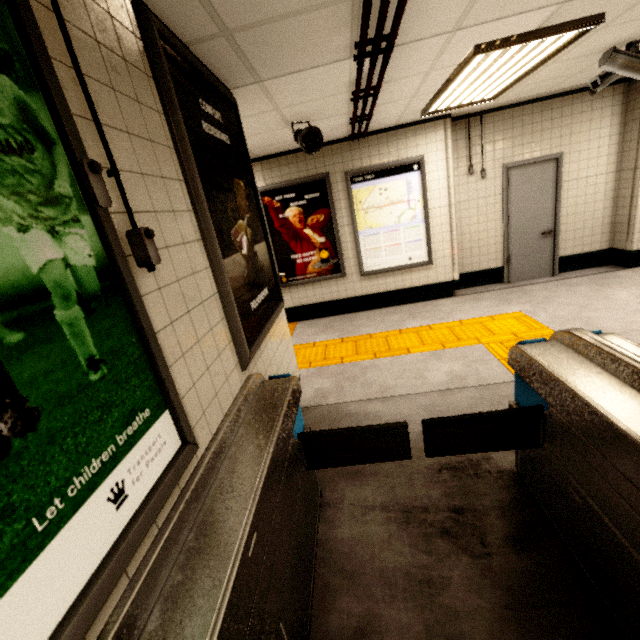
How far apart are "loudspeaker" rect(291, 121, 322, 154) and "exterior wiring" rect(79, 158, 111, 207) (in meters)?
3.15

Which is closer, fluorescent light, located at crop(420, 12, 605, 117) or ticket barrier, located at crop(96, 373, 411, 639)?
ticket barrier, located at crop(96, 373, 411, 639)

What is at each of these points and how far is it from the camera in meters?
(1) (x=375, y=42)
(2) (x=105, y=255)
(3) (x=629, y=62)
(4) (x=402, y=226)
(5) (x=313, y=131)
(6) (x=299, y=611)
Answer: (1) pipe, 2.1
(2) sign, 1.0
(3) cctv camera, 3.4
(4) sign, 5.5
(5) loudspeaker, 3.7
(6) ticket barrier, 1.5

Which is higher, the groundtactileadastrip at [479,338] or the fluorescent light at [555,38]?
the fluorescent light at [555,38]

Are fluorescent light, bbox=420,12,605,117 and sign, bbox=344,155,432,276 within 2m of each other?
yes

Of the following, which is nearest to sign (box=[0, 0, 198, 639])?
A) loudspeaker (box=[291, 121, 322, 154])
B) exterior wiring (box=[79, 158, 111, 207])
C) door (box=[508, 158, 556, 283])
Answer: exterior wiring (box=[79, 158, 111, 207])

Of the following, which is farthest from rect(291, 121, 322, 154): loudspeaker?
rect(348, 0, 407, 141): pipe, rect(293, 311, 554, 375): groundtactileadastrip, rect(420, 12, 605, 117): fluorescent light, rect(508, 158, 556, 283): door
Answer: rect(508, 158, 556, 283): door

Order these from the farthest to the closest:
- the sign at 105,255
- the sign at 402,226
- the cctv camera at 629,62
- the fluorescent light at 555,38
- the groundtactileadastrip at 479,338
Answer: the sign at 402,226 < the groundtactileadastrip at 479,338 < the cctv camera at 629,62 < the fluorescent light at 555,38 < the sign at 105,255
